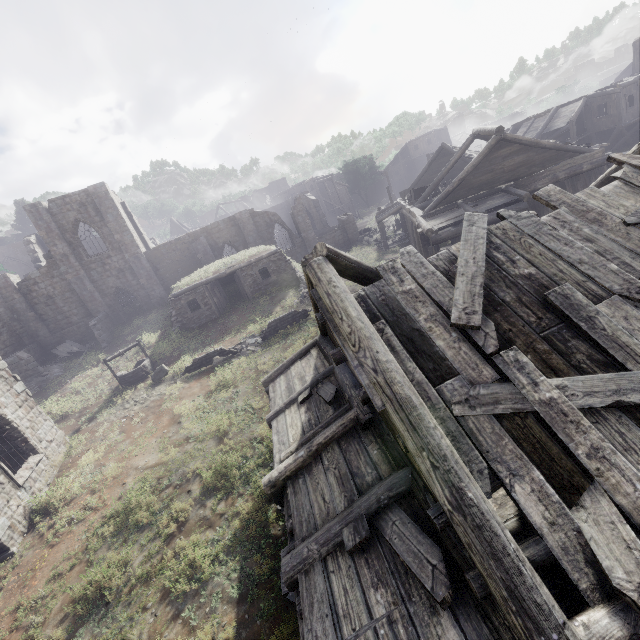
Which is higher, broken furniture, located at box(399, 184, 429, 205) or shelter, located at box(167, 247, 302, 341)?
broken furniture, located at box(399, 184, 429, 205)

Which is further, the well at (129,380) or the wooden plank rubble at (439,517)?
the well at (129,380)

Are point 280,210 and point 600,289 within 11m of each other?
no

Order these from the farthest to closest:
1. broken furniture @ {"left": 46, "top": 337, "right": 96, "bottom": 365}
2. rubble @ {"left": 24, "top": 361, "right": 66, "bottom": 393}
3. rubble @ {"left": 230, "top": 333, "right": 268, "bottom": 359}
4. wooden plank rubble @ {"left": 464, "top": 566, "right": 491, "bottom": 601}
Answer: broken furniture @ {"left": 46, "top": 337, "right": 96, "bottom": 365} < rubble @ {"left": 24, "top": 361, "right": 66, "bottom": 393} < rubble @ {"left": 230, "top": 333, "right": 268, "bottom": 359} < wooden plank rubble @ {"left": 464, "top": 566, "right": 491, "bottom": 601}

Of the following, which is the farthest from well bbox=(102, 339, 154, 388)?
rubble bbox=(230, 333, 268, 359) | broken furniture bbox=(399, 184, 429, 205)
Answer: broken furniture bbox=(399, 184, 429, 205)

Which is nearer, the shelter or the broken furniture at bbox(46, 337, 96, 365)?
the shelter

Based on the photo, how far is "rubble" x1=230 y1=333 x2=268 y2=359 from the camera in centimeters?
1801cm

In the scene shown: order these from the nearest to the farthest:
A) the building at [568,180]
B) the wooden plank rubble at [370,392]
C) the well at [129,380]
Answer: the wooden plank rubble at [370,392]
the building at [568,180]
the well at [129,380]
